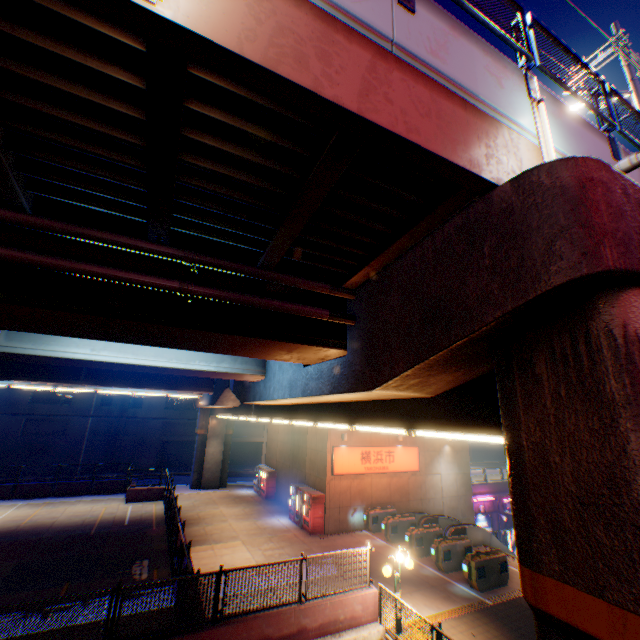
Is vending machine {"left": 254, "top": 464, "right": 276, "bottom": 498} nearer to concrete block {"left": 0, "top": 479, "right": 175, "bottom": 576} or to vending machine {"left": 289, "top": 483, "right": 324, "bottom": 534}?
vending machine {"left": 289, "top": 483, "right": 324, "bottom": 534}

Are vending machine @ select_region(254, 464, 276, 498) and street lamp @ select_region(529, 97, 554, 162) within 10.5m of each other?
no

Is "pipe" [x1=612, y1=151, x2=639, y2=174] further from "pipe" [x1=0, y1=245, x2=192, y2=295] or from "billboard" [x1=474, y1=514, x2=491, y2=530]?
"billboard" [x1=474, y1=514, x2=491, y2=530]

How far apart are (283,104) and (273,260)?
2.54m

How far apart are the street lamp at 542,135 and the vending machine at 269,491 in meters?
26.7 m

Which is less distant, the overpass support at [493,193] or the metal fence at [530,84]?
the overpass support at [493,193]

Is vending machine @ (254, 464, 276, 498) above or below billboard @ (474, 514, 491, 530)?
above

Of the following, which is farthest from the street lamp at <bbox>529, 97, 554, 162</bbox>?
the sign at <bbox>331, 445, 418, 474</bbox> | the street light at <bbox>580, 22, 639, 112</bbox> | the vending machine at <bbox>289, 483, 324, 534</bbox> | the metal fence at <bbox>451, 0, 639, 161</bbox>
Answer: the vending machine at <bbox>289, 483, 324, 534</bbox>
